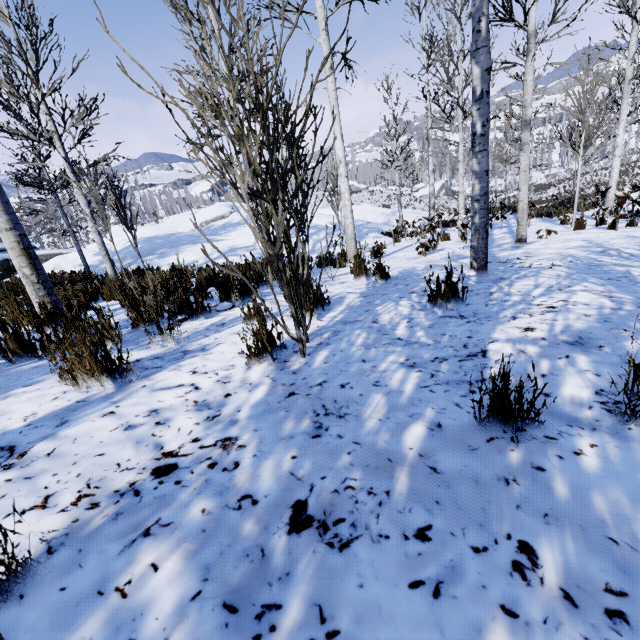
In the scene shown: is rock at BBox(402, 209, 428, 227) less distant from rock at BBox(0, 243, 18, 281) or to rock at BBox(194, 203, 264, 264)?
rock at BBox(194, 203, 264, 264)

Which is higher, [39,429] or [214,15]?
[214,15]

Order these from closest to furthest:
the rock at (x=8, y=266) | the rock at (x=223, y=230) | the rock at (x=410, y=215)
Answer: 1. the rock at (x=223, y=230)
2. the rock at (x=8, y=266)
3. the rock at (x=410, y=215)

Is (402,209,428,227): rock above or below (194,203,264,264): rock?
below

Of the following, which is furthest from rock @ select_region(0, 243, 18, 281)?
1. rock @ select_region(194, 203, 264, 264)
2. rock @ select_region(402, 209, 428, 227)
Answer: rock @ select_region(402, 209, 428, 227)

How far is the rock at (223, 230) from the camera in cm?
1345

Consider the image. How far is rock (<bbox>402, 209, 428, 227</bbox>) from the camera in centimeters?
2549cm

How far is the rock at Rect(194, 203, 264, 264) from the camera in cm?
1345
